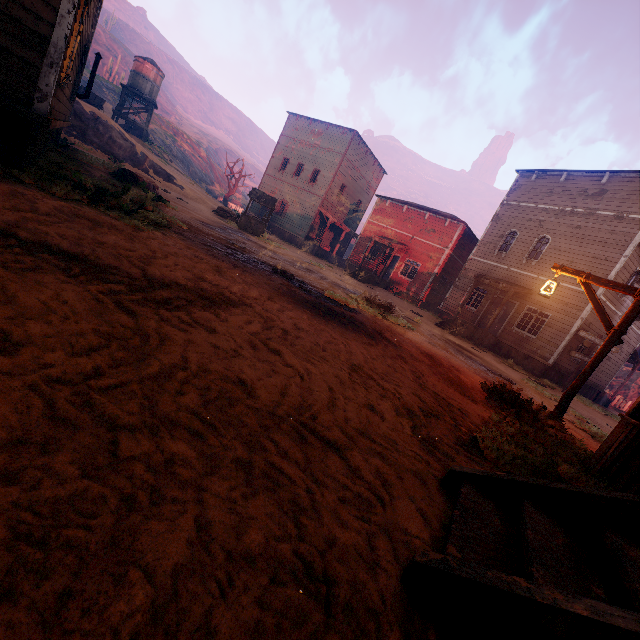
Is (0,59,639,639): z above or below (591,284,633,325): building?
below

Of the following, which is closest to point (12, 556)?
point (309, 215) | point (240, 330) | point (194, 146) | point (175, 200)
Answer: point (240, 330)

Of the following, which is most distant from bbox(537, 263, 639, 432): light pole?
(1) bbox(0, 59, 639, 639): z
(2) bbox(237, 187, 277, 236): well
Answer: (2) bbox(237, 187, 277, 236): well

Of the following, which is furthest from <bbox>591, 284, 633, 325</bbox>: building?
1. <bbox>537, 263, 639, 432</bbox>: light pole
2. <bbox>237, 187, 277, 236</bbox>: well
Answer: <bbox>237, 187, 277, 236</bbox>: well

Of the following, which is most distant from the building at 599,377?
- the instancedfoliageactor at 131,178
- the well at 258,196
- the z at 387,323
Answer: the well at 258,196

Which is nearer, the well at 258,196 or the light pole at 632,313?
the light pole at 632,313

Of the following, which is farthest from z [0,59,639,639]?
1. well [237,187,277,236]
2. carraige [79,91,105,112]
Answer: carraige [79,91,105,112]

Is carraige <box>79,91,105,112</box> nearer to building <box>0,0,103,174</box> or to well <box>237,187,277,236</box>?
building <box>0,0,103,174</box>
